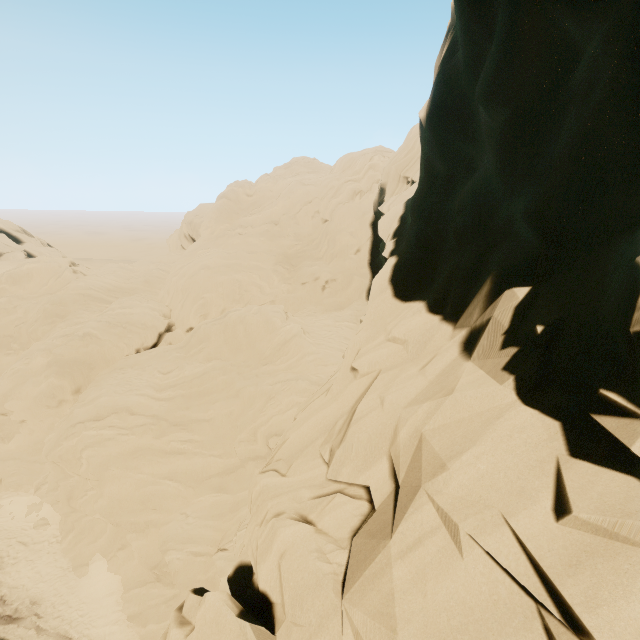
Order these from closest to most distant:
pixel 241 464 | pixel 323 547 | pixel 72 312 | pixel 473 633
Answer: pixel 473 633
pixel 323 547
pixel 241 464
pixel 72 312
